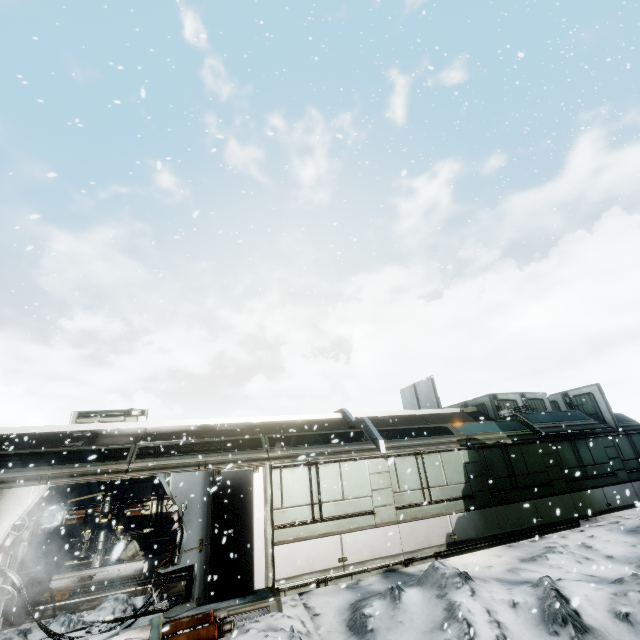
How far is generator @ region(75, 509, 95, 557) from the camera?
11.8 meters

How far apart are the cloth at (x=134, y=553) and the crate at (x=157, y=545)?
0.0 meters

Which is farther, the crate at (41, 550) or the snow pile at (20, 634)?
the crate at (41, 550)

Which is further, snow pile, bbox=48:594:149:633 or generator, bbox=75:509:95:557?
generator, bbox=75:509:95:557

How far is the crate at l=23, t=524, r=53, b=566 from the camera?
12.9 meters

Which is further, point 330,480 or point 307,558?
point 330,480

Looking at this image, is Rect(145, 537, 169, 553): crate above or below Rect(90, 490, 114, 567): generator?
below

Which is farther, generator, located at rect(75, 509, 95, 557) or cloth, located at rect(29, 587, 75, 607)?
generator, located at rect(75, 509, 95, 557)
